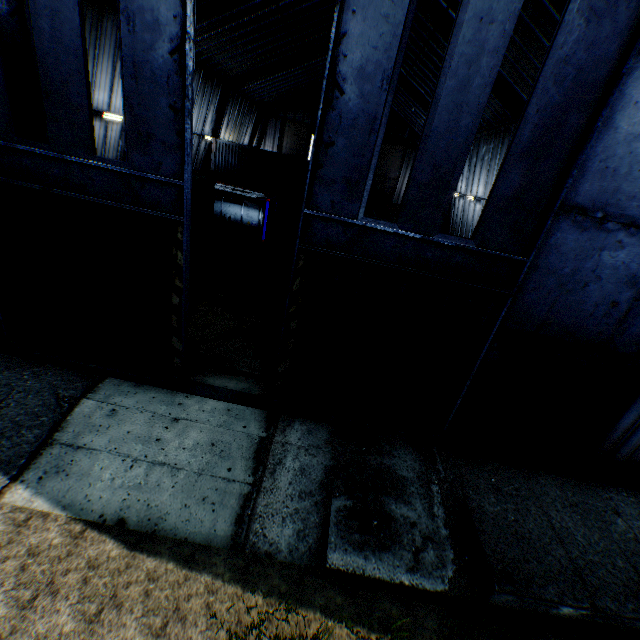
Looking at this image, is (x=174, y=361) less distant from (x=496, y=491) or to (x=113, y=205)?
(x=113, y=205)

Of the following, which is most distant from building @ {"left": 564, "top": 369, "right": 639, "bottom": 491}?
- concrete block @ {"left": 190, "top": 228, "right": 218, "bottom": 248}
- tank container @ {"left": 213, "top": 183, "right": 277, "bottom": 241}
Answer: concrete block @ {"left": 190, "top": 228, "right": 218, "bottom": 248}

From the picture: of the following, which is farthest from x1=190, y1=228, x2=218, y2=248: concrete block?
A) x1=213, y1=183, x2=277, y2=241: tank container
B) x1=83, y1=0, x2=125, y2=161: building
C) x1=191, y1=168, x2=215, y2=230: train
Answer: x1=83, y1=0, x2=125, y2=161: building

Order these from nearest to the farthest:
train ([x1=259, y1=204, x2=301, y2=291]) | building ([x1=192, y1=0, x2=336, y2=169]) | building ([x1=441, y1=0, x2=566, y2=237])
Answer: building ([x1=441, y1=0, x2=566, y2=237]), train ([x1=259, y1=204, x2=301, y2=291]), building ([x1=192, y1=0, x2=336, y2=169])

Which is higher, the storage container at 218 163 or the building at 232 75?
the building at 232 75

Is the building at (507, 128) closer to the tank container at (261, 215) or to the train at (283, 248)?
the train at (283, 248)

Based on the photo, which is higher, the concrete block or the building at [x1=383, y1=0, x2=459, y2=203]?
the building at [x1=383, y1=0, x2=459, y2=203]

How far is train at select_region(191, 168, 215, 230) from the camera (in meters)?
19.91
